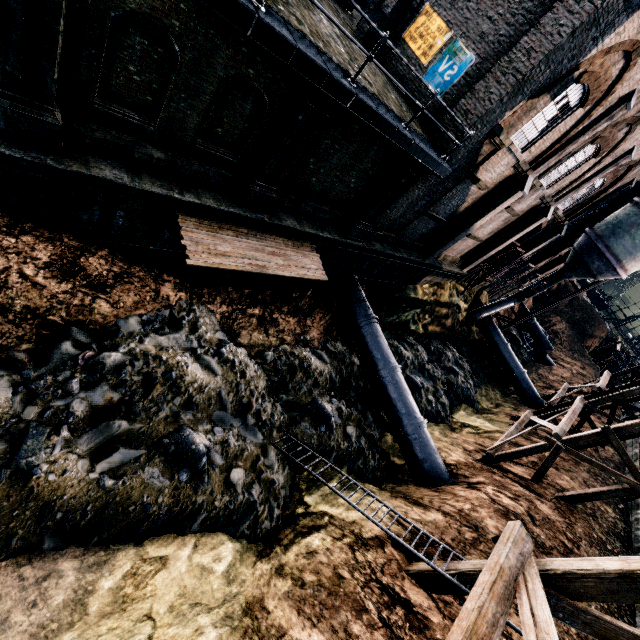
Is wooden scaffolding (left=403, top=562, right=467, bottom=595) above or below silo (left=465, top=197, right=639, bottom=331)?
below

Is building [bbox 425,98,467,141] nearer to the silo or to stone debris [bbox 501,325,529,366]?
the silo

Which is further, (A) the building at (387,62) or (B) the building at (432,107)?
(A) the building at (387,62)

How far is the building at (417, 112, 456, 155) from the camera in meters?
12.5

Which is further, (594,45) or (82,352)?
(594,45)

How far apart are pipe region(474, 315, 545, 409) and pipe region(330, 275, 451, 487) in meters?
18.4 m

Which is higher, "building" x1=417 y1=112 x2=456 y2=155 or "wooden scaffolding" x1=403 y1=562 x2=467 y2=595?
"building" x1=417 y1=112 x2=456 y2=155

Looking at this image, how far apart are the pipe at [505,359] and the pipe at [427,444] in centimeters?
1843cm
